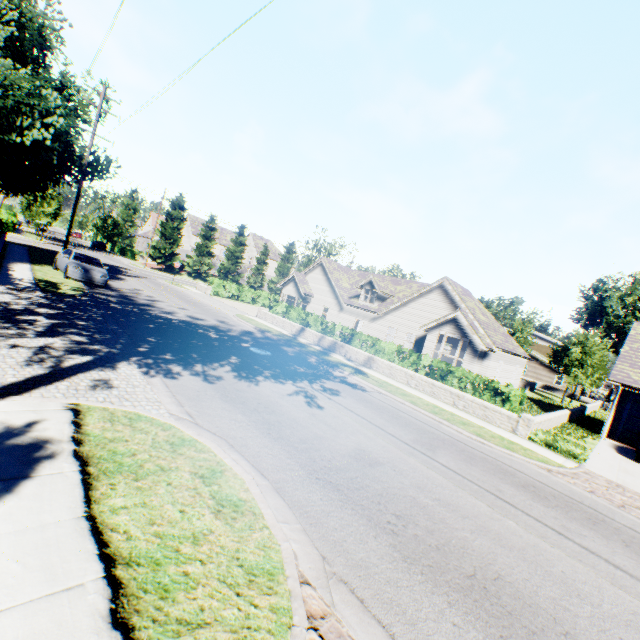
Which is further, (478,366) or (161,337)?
(478,366)

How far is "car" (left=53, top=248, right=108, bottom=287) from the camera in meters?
17.3 m

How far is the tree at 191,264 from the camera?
51.5 meters

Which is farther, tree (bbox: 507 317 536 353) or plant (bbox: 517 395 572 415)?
tree (bbox: 507 317 536 353)

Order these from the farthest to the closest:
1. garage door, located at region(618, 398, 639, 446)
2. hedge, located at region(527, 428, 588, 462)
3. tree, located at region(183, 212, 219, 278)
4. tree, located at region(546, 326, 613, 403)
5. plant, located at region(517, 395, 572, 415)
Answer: tree, located at region(183, 212, 219, 278), tree, located at region(546, 326, 613, 403), plant, located at region(517, 395, 572, 415), garage door, located at region(618, 398, 639, 446), hedge, located at region(527, 428, 588, 462)

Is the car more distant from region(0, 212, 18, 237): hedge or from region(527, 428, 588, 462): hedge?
region(527, 428, 588, 462): hedge
